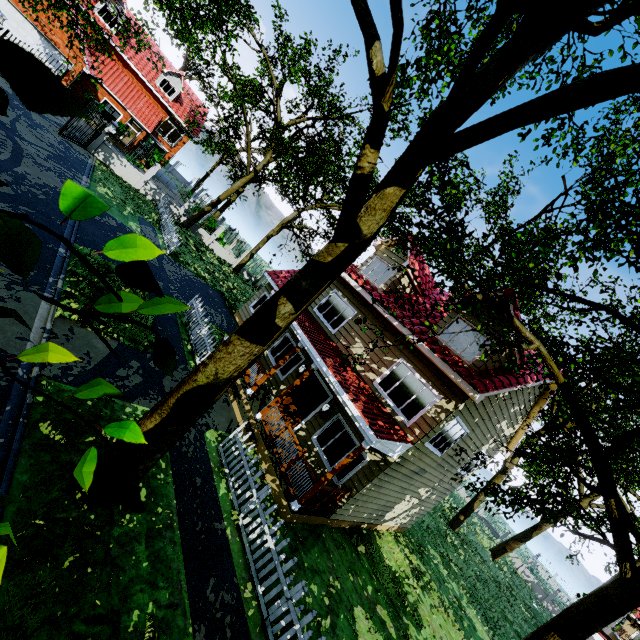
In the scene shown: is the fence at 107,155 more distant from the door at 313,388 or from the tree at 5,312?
the door at 313,388

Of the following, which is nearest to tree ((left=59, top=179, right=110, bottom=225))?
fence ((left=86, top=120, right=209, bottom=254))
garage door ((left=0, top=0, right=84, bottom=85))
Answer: fence ((left=86, top=120, right=209, bottom=254))

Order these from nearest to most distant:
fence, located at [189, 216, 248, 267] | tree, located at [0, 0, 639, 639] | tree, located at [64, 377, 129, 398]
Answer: tree, located at [64, 377, 129, 398], tree, located at [0, 0, 639, 639], fence, located at [189, 216, 248, 267]

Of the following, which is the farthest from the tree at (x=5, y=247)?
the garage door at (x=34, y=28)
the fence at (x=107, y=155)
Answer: the garage door at (x=34, y=28)

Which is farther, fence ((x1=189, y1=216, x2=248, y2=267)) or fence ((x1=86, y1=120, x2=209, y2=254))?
fence ((x1=189, y1=216, x2=248, y2=267))

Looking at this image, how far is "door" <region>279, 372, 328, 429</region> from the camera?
12.3 meters

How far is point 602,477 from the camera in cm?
573
